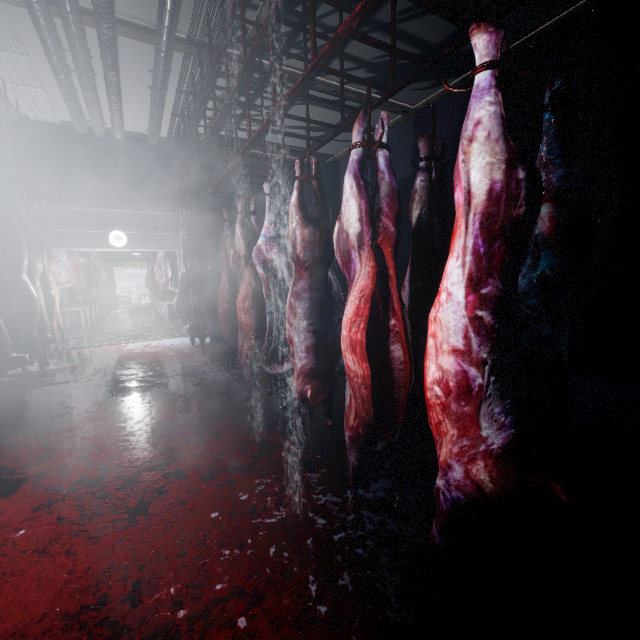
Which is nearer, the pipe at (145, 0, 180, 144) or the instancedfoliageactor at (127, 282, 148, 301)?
the pipe at (145, 0, 180, 144)

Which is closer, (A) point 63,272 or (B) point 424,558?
(B) point 424,558

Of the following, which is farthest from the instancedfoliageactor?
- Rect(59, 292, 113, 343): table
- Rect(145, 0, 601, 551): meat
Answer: Rect(145, 0, 601, 551): meat

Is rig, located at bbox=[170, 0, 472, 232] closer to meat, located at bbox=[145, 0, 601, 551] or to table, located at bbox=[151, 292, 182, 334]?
meat, located at bbox=[145, 0, 601, 551]

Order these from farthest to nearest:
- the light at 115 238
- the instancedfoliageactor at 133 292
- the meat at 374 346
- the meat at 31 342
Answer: the instancedfoliageactor at 133 292 < the light at 115 238 < the meat at 31 342 < the meat at 374 346

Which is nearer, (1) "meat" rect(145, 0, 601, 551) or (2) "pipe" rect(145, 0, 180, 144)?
(1) "meat" rect(145, 0, 601, 551)

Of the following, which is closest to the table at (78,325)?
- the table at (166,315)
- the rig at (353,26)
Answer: the table at (166,315)

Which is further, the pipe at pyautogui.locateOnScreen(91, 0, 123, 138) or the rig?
the pipe at pyautogui.locateOnScreen(91, 0, 123, 138)
